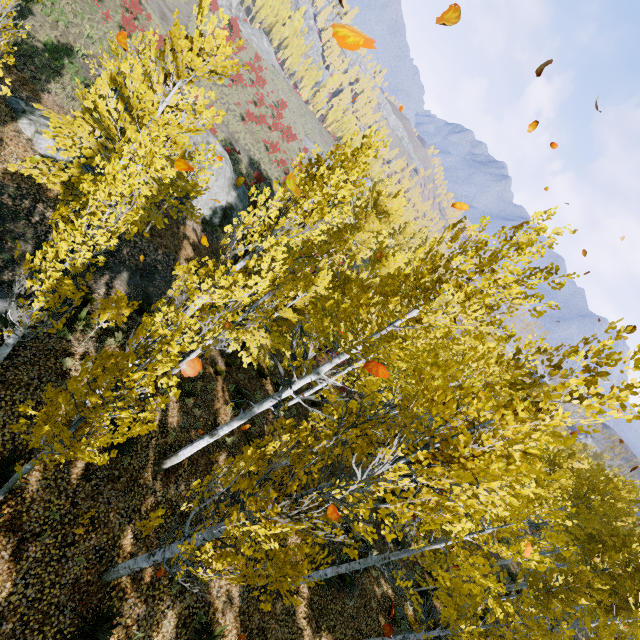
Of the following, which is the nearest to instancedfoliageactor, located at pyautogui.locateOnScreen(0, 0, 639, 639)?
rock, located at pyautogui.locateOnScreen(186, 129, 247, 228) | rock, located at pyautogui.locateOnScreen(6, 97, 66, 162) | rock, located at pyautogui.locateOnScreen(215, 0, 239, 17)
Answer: rock, located at pyautogui.locateOnScreen(215, 0, 239, 17)

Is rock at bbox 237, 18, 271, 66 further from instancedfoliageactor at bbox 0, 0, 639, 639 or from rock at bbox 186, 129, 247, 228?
rock at bbox 186, 129, 247, 228

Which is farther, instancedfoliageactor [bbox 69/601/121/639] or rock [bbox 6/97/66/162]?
rock [bbox 6/97/66/162]

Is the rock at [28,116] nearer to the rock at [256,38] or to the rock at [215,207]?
the rock at [215,207]

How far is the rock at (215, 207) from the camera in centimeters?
2095cm

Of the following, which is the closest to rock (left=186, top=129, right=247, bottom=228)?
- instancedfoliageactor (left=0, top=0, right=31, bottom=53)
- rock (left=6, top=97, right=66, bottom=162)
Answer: instancedfoliageactor (left=0, top=0, right=31, bottom=53)

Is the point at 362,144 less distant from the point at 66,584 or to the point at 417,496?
the point at 417,496

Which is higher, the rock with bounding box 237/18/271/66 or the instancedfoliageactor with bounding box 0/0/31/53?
the instancedfoliageactor with bounding box 0/0/31/53
